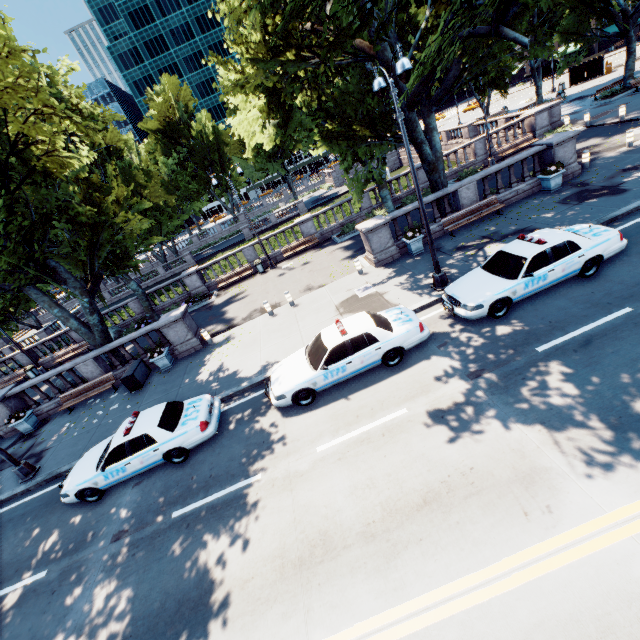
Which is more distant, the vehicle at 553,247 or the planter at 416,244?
the planter at 416,244

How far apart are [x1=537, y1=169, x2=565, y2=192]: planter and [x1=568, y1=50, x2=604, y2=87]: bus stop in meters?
39.4 m

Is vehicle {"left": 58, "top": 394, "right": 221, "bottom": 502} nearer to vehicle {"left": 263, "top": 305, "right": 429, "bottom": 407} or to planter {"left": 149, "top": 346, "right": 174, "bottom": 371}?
vehicle {"left": 263, "top": 305, "right": 429, "bottom": 407}

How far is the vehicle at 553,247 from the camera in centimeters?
934cm

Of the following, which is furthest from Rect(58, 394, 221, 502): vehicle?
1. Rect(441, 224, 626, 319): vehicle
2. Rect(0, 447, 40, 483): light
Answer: Rect(0, 447, 40, 483): light

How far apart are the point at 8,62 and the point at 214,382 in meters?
12.1 m

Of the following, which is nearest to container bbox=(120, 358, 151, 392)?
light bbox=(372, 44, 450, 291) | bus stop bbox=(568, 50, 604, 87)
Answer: light bbox=(372, 44, 450, 291)

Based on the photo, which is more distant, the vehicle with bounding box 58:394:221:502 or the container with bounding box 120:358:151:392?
the container with bounding box 120:358:151:392
